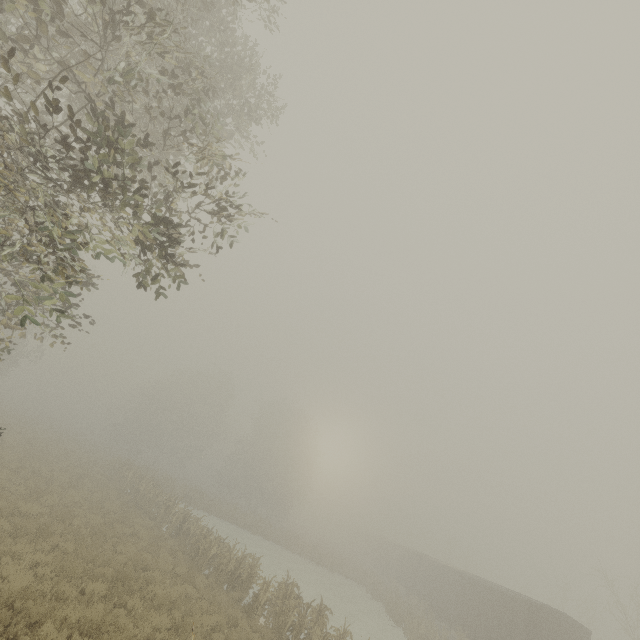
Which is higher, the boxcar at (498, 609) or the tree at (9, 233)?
the tree at (9, 233)

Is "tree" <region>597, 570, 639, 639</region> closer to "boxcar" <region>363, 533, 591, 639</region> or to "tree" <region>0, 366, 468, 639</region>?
"boxcar" <region>363, 533, 591, 639</region>

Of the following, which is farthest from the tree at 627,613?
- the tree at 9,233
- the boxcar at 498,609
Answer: the tree at 9,233

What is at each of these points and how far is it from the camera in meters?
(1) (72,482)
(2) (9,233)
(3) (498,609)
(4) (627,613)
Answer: (1) tree, 20.3
(2) tree, 4.3
(3) boxcar, 20.0
(4) tree, 23.2

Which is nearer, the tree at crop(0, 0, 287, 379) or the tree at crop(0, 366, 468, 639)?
the tree at crop(0, 0, 287, 379)

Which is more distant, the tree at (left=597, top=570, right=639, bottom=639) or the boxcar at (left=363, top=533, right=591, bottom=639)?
the tree at (left=597, top=570, right=639, bottom=639)

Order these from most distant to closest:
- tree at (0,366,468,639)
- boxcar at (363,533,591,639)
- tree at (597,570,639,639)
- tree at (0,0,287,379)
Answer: tree at (597,570,639,639)
boxcar at (363,533,591,639)
tree at (0,366,468,639)
tree at (0,0,287,379)

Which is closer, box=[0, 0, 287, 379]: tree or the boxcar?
box=[0, 0, 287, 379]: tree
